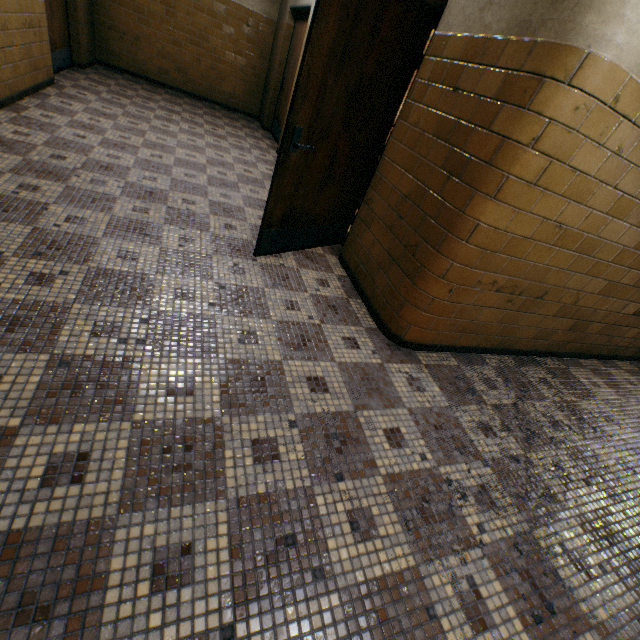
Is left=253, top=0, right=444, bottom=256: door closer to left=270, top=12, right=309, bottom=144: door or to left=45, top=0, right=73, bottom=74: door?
left=270, top=12, right=309, bottom=144: door

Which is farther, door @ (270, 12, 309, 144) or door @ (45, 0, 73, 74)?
door @ (270, 12, 309, 144)

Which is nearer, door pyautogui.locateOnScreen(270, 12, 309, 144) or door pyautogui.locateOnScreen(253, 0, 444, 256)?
door pyautogui.locateOnScreen(253, 0, 444, 256)

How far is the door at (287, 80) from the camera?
6.0 meters

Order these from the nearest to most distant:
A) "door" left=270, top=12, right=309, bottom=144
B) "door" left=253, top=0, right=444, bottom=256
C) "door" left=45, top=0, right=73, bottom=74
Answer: "door" left=253, top=0, right=444, bottom=256, "door" left=45, top=0, right=73, bottom=74, "door" left=270, top=12, right=309, bottom=144

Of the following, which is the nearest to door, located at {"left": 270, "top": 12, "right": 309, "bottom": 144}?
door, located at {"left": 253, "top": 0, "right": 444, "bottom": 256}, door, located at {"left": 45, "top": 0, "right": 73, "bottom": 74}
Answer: door, located at {"left": 253, "top": 0, "right": 444, "bottom": 256}

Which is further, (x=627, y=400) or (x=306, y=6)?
(x=306, y=6)

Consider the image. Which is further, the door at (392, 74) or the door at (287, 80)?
the door at (287, 80)
